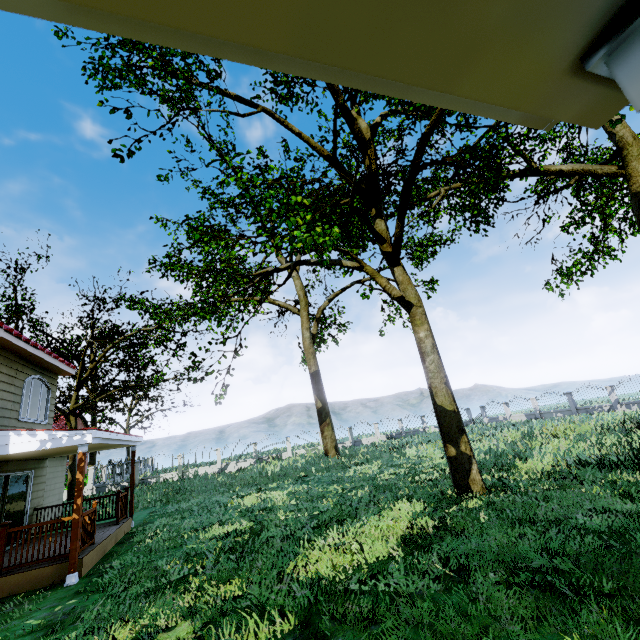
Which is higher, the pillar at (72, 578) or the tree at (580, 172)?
the tree at (580, 172)

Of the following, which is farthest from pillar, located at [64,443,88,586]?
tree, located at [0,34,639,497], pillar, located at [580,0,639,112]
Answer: pillar, located at [580,0,639,112]

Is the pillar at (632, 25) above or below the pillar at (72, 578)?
above

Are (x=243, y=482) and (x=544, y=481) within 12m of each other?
no

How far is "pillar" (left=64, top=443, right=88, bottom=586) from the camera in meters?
7.0

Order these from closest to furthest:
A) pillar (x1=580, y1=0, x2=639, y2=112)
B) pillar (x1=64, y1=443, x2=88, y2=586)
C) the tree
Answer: pillar (x1=580, y1=0, x2=639, y2=112) < pillar (x1=64, y1=443, x2=88, y2=586) < the tree

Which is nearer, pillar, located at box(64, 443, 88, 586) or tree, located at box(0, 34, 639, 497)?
pillar, located at box(64, 443, 88, 586)

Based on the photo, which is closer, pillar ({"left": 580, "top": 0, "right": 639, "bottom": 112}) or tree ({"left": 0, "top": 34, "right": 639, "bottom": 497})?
pillar ({"left": 580, "top": 0, "right": 639, "bottom": 112})
